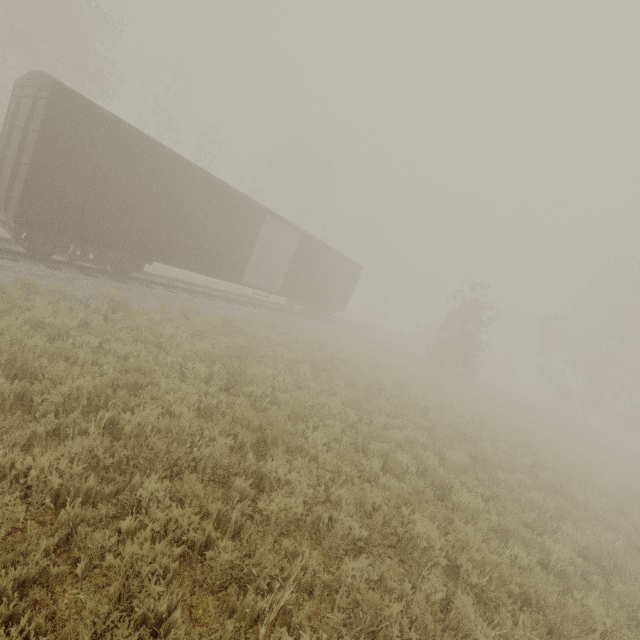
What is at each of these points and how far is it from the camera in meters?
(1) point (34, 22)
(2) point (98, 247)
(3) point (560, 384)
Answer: (1) tree, 21.3
(2) boxcar, 10.4
(3) tree, 26.9

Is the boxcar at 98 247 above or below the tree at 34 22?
below

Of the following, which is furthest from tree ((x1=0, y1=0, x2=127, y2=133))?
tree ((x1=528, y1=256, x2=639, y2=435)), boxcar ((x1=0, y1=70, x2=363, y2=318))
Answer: tree ((x1=528, y1=256, x2=639, y2=435))

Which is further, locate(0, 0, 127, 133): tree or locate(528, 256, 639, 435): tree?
locate(528, 256, 639, 435): tree

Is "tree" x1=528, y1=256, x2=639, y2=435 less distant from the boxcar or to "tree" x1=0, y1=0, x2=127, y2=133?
the boxcar

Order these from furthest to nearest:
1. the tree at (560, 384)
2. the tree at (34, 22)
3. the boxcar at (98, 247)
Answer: the tree at (560, 384)
the tree at (34, 22)
the boxcar at (98, 247)

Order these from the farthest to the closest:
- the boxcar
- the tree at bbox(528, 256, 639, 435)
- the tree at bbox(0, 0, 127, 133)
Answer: the tree at bbox(528, 256, 639, 435)
the tree at bbox(0, 0, 127, 133)
the boxcar
